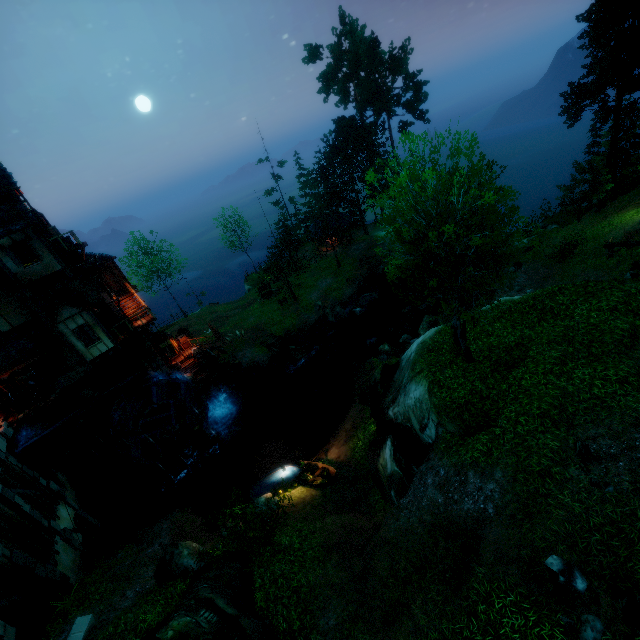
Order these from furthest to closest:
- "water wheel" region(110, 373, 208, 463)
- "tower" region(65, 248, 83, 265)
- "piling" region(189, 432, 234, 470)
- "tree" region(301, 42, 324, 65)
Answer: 1. "tree" region(301, 42, 324, 65)
2. "piling" region(189, 432, 234, 470)
3. "water wheel" region(110, 373, 208, 463)
4. "tower" region(65, 248, 83, 265)

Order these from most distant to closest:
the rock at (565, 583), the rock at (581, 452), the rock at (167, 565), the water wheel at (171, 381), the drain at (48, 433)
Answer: the water wheel at (171, 381) < the drain at (48, 433) < the rock at (167, 565) < the rock at (581, 452) < the rock at (565, 583)

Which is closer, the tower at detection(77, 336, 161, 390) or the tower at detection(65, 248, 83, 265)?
the tower at detection(65, 248, 83, 265)

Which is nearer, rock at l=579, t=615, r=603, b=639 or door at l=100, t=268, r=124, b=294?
rock at l=579, t=615, r=603, b=639

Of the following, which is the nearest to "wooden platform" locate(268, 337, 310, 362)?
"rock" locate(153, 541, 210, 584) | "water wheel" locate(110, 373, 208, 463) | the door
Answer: "water wheel" locate(110, 373, 208, 463)

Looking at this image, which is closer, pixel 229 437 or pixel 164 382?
pixel 164 382

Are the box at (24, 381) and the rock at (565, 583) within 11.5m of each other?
no

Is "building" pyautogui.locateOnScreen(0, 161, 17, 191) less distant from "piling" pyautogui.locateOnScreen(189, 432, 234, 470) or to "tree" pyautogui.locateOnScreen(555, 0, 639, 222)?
"piling" pyautogui.locateOnScreen(189, 432, 234, 470)
